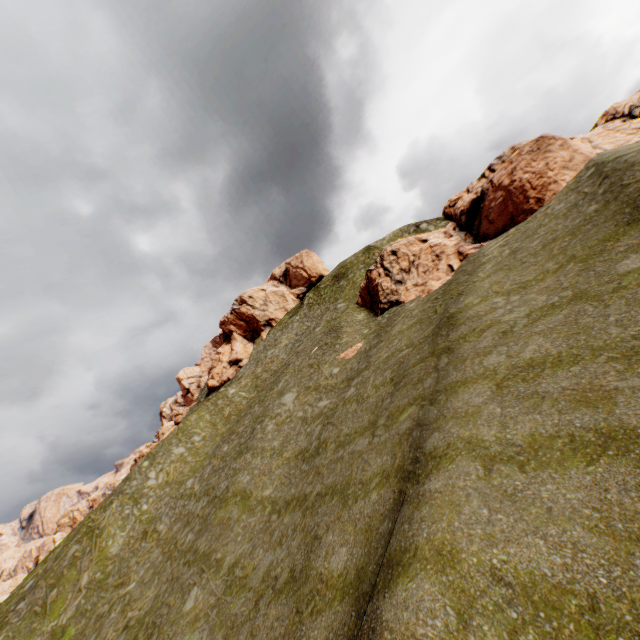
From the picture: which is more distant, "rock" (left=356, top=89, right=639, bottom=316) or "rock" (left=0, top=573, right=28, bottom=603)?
"rock" (left=0, top=573, right=28, bottom=603)

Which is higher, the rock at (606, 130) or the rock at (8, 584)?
the rock at (606, 130)

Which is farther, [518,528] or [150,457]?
[150,457]

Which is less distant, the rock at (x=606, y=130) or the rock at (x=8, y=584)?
the rock at (x=606, y=130)

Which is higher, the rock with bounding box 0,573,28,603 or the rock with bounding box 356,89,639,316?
the rock with bounding box 356,89,639,316
